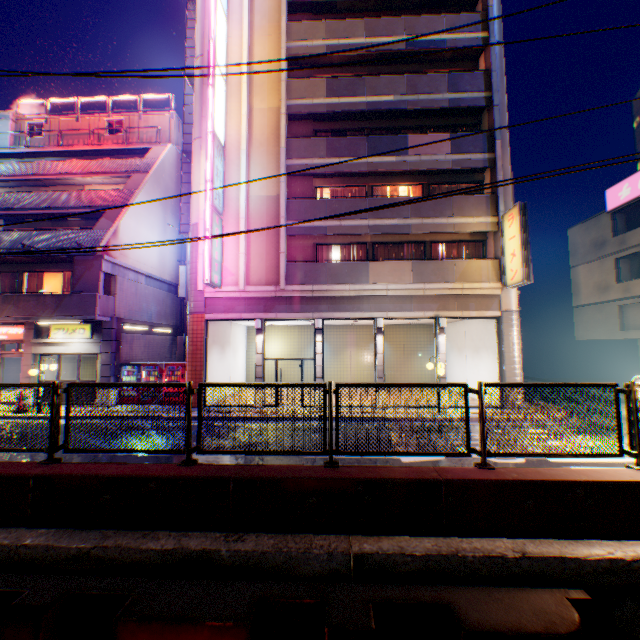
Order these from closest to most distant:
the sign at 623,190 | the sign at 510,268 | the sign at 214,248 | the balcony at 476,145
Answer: the sign at 510,268, the sign at 214,248, the balcony at 476,145, the sign at 623,190

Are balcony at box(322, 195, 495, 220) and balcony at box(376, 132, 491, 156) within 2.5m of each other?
yes

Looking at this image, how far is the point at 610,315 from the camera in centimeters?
2078cm

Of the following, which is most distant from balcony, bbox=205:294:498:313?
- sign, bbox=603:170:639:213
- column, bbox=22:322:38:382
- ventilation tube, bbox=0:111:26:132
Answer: ventilation tube, bbox=0:111:26:132

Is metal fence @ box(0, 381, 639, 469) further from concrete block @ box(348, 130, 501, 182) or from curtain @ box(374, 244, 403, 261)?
curtain @ box(374, 244, 403, 261)

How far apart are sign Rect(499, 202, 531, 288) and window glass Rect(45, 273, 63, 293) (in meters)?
21.25

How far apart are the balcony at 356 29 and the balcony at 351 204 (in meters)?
8.24

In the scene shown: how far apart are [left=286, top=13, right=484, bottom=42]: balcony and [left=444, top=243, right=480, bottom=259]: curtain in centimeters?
1018cm
